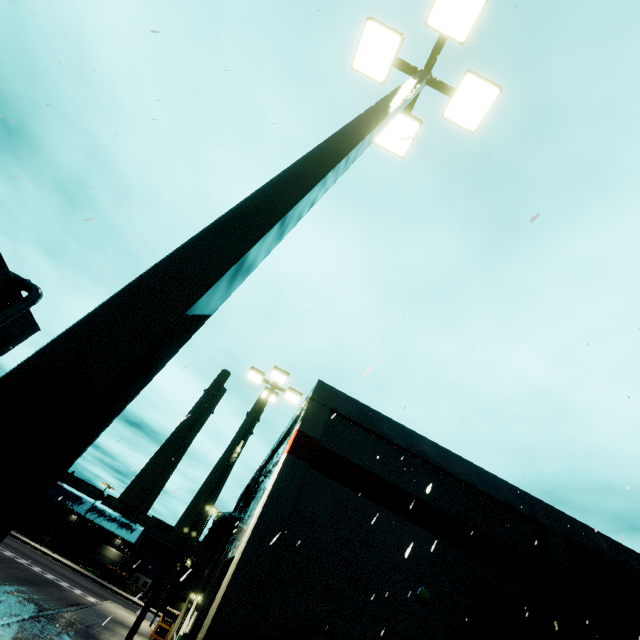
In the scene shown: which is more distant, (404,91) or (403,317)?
(403,317)

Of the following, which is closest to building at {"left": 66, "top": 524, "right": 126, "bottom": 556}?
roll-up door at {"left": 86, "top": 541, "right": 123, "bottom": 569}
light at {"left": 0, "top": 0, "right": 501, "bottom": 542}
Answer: roll-up door at {"left": 86, "top": 541, "right": 123, "bottom": 569}

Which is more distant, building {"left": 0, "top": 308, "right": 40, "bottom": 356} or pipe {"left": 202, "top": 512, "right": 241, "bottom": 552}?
building {"left": 0, "top": 308, "right": 40, "bottom": 356}

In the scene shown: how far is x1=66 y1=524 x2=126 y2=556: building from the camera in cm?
5831

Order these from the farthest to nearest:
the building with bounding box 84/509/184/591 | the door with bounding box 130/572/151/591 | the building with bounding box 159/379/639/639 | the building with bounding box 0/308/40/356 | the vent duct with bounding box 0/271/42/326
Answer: the building with bounding box 84/509/184/591, the door with bounding box 130/572/151/591, the building with bounding box 0/308/40/356, the vent duct with bounding box 0/271/42/326, the building with bounding box 159/379/639/639

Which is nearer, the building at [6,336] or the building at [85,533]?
the building at [6,336]

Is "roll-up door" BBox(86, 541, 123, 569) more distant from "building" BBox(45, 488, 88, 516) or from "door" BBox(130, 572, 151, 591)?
"door" BBox(130, 572, 151, 591)

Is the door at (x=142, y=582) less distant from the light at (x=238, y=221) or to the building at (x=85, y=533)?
the building at (x=85, y=533)
